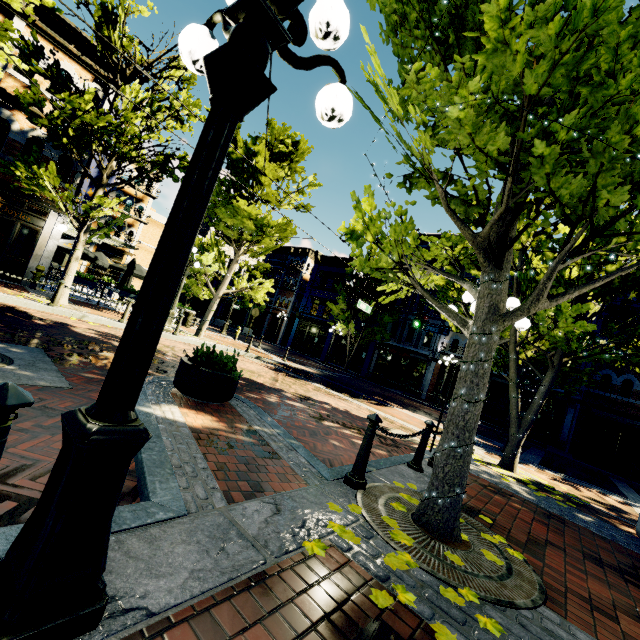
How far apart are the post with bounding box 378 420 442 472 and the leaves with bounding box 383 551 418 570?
2.8 meters

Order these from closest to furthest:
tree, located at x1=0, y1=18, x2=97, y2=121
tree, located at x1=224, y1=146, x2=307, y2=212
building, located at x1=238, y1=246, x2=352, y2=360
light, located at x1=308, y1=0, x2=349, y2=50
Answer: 1. light, located at x1=308, y1=0, x2=349, y2=50
2. tree, located at x1=0, y1=18, x2=97, y2=121
3. tree, located at x1=224, y1=146, x2=307, y2=212
4. building, located at x1=238, y1=246, x2=352, y2=360

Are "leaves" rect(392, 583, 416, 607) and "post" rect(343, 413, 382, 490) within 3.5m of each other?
yes

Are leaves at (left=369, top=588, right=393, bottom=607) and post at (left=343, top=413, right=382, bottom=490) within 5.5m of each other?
yes

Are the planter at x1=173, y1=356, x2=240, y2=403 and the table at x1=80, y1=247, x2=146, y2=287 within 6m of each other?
no

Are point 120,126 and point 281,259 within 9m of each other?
no

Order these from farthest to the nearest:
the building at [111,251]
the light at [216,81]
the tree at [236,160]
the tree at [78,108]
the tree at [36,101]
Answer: the building at [111,251]
the tree at [236,160]
the tree at [36,101]
the tree at [78,108]
the light at [216,81]

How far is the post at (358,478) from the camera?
3.8m
